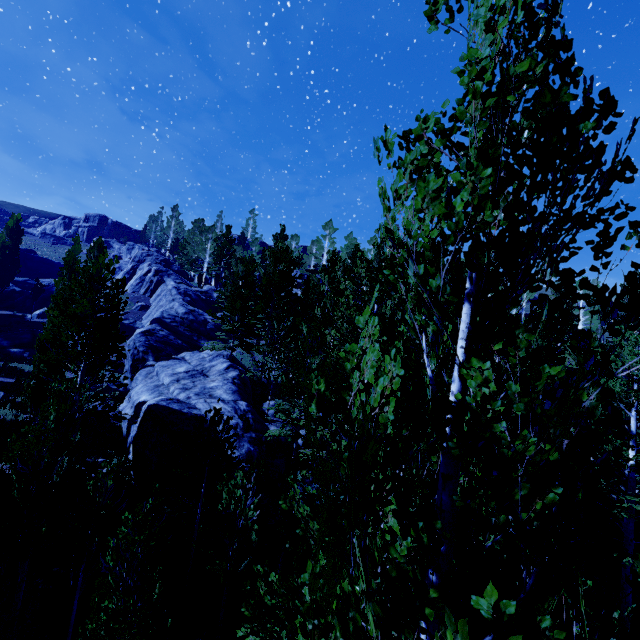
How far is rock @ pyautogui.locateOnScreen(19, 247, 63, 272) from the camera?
52.0m

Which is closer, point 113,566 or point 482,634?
point 482,634

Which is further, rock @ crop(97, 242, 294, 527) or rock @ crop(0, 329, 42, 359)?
rock @ crop(0, 329, 42, 359)

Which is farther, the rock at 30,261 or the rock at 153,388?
the rock at 30,261

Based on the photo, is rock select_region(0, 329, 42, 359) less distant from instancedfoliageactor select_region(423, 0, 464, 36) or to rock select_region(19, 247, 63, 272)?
instancedfoliageactor select_region(423, 0, 464, 36)

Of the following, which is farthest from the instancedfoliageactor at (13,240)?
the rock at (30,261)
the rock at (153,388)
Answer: the rock at (30,261)

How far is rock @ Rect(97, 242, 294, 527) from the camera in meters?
13.4
